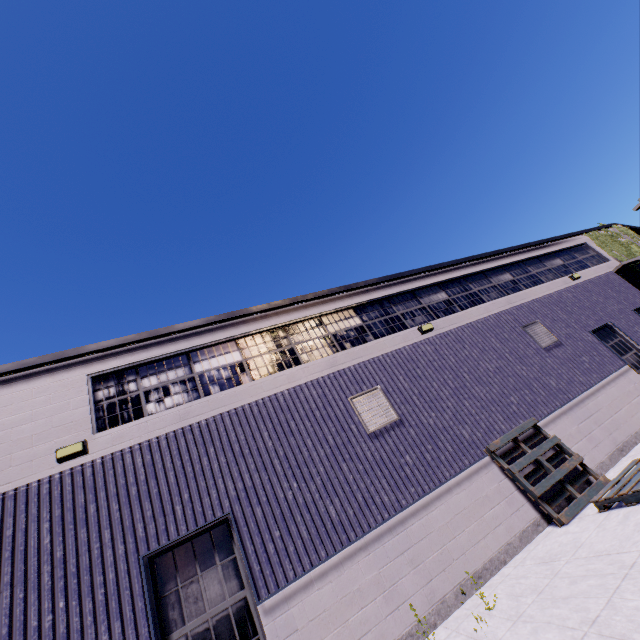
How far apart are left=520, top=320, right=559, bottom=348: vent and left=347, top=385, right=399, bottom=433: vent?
6.2 meters

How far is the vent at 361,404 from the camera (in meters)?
7.85

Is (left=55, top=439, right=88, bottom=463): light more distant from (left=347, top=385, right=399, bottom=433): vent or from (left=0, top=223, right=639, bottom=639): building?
(left=347, top=385, right=399, bottom=433): vent

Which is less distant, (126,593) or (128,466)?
(126,593)

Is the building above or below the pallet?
above

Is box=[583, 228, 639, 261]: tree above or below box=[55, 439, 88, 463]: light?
above

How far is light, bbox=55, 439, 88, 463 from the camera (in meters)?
6.05

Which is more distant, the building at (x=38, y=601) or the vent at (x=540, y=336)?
the vent at (x=540, y=336)
